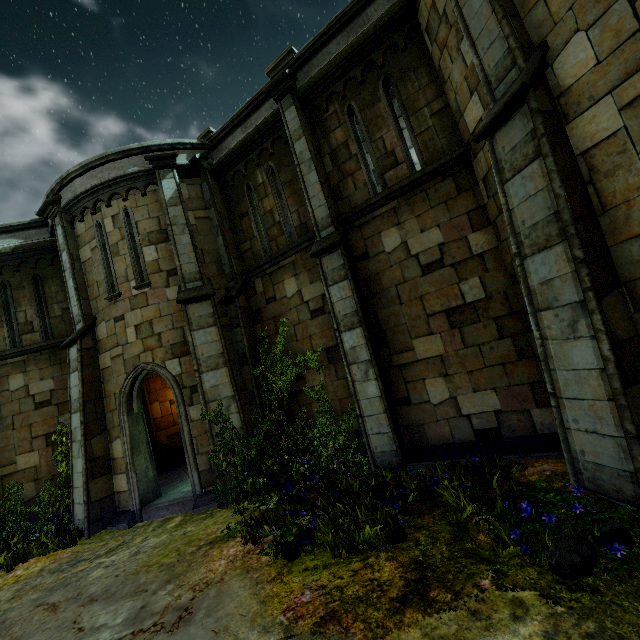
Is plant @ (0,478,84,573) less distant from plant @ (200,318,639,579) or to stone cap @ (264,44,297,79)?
plant @ (200,318,639,579)

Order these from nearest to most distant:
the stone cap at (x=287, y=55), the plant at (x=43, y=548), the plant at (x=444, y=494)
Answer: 1. the plant at (x=444, y=494)
2. the plant at (x=43, y=548)
3. the stone cap at (x=287, y=55)

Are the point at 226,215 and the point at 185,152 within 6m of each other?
yes

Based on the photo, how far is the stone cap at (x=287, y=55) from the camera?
8.3m

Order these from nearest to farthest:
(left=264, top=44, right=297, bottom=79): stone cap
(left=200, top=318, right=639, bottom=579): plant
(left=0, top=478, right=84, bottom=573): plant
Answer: (left=200, top=318, right=639, bottom=579): plant → (left=0, top=478, right=84, bottom=573): plant → (left=264, top=44, right=297, bottom=79): stone cap

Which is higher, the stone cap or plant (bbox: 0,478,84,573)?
the stone cap

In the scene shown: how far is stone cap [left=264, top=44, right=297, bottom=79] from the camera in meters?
8.3 m
